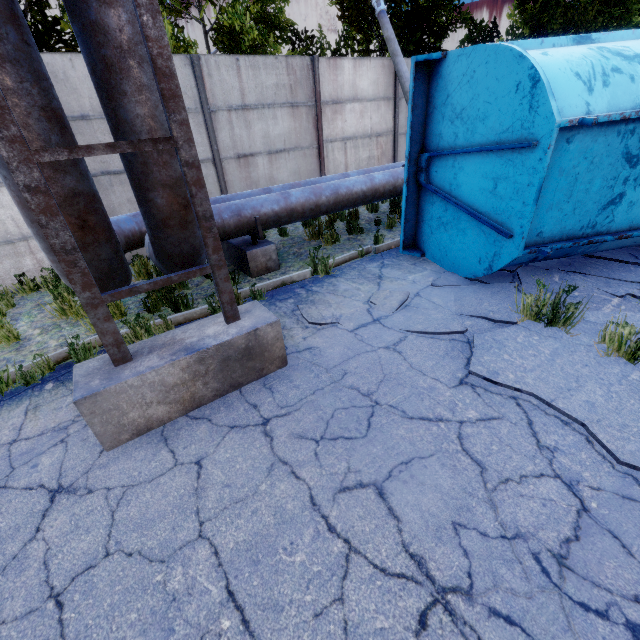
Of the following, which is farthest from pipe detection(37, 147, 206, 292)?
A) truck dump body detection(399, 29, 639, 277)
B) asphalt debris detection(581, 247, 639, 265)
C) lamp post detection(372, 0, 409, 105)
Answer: asphalt debris detection(581, 247, 639, 265)

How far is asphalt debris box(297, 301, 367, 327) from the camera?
4.1m

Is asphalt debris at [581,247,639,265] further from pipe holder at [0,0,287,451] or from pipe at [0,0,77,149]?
pipe at [0,0,77,149]

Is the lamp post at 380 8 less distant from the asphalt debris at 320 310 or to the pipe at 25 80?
the pipe at 25 80

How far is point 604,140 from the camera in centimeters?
333cm

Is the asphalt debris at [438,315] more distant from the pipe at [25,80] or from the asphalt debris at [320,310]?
the pipe at [25,80]

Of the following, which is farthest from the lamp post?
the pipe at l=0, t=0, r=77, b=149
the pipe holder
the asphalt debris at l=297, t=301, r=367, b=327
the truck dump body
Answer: the pipe holder
